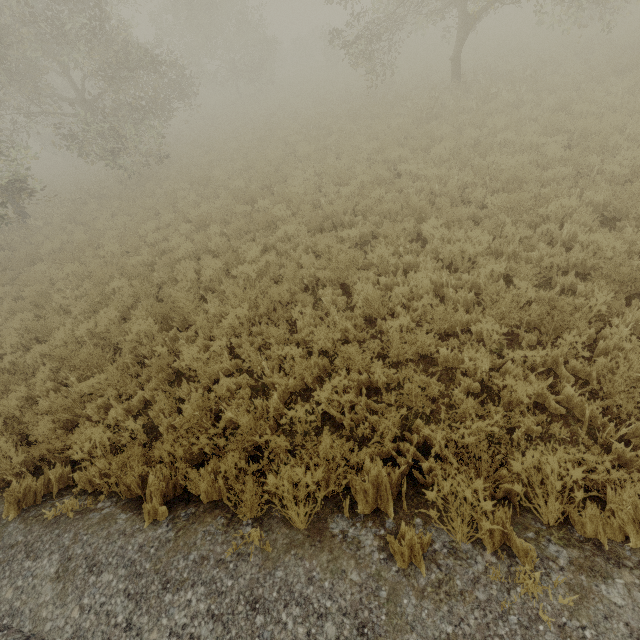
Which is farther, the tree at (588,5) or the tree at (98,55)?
the tree at (98,55)

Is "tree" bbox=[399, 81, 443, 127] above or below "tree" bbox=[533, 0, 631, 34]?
below

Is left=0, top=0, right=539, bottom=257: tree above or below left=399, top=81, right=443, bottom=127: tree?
above

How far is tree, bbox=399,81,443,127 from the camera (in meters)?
12.09

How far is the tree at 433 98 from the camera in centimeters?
1209cm

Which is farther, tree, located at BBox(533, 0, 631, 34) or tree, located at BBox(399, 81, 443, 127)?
tree, located at BBox(399, 81, 443, 127)

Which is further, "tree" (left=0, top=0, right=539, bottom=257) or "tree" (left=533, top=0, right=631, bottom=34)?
"tree" (left=0, top=0, right=539, bottom=257)

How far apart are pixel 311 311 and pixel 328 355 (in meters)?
0.97
